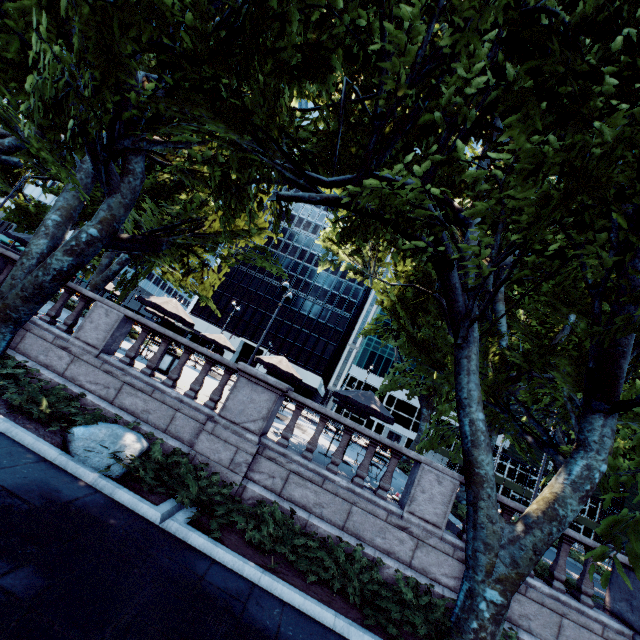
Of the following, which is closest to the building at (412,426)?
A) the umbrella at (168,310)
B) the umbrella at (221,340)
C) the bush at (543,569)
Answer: the umbrella at (221,340)

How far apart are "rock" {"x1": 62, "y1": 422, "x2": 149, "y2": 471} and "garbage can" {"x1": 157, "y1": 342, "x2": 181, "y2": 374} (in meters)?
5.01

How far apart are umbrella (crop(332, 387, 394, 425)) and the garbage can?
6.3 meters

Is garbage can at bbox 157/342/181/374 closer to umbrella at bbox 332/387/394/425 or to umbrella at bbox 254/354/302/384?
umbrella at bbox 254/354/302/384

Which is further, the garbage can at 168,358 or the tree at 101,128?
the garbage can at 168,358

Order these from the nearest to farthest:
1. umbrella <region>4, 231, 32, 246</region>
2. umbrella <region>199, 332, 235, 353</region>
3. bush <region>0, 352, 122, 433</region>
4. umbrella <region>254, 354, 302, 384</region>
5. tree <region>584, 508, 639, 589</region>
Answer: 1. tree <region>584, 508, 639, 589</region>
2. bush <region>0, 352, 122, 433</region>
3. umbrella <region>4, 231, 32, 246</region>
4. umbrella <region>254, 354, 302, 384</region>
5. umbrella <region>199, 332, 235, 353</region>

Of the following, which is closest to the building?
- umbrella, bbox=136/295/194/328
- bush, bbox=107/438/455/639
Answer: umbrella, bbox=136/295/194/328

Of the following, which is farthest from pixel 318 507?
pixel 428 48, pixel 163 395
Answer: pixel 428 48
